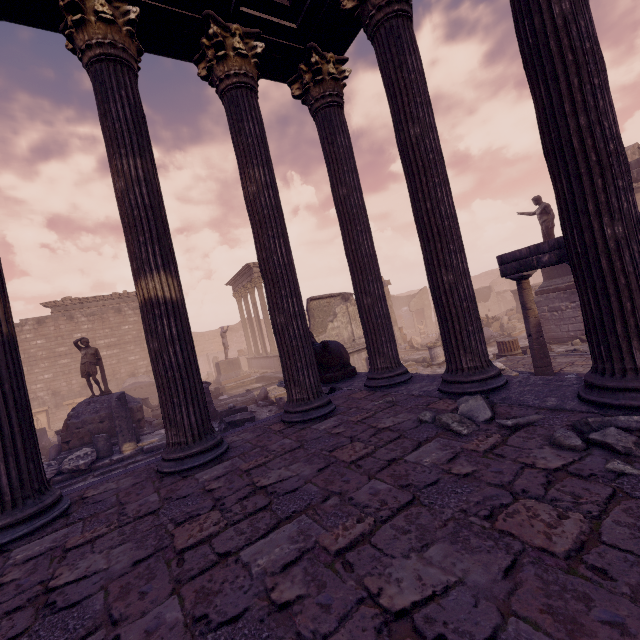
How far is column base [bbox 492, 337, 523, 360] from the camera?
11.3m

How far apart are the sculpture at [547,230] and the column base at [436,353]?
5.56m

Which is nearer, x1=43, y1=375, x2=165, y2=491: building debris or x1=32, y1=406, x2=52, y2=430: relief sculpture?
x1=43, y1=375, x2=165, y2=491: building debris

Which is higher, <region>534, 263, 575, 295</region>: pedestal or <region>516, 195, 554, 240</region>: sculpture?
<region>516, 195, 554, 240</region>: sculpture

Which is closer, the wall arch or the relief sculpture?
the relief sculpture

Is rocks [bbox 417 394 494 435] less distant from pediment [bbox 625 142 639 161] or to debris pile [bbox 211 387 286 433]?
debris pile [bbox 211 387 286 433]

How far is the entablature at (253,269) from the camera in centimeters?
2217cm

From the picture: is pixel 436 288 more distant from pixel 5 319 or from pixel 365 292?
pixel 5 319
